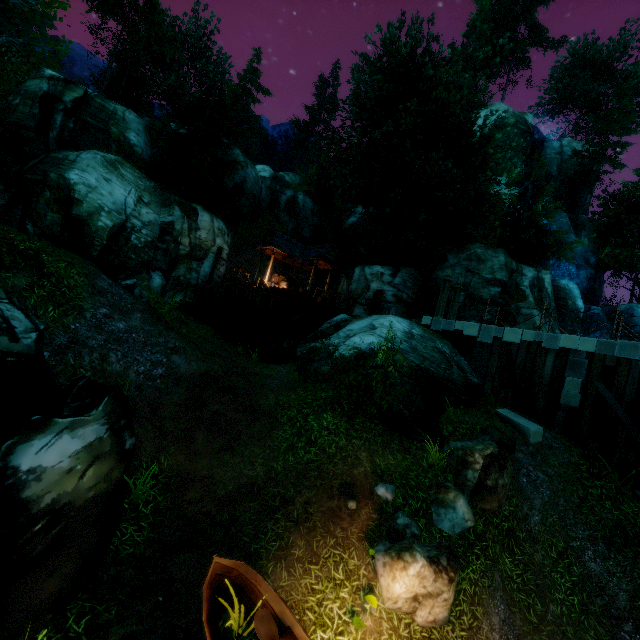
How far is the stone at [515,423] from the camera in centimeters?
1111cm

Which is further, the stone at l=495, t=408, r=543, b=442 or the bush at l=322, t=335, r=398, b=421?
the stone at l=495, t=408, r=543, b=442

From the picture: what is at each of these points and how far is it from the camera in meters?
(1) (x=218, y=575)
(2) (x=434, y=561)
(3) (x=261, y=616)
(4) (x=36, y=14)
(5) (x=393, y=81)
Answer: (1) boat, 5.4
(2) rock, 6.1
(3) oar, 5.0
(4) tree, 7.0
(5) tree, 22.5

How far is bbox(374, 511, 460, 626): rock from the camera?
5.8 meters

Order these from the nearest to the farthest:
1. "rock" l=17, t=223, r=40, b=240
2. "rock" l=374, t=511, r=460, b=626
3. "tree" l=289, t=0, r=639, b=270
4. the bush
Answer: "rock" l=374, t=511, r=460, b=626
the bush
"rock" l=17, t=223, r=40, b=240
"tree" l=289, t=0, r=639, b=270

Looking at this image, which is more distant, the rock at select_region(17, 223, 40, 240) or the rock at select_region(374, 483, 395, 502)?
the rock at select_region(17, 223, 40, 240)

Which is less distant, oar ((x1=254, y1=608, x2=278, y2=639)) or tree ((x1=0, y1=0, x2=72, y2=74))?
oar ((x1=254, y1=608, x2=278, y2=639))

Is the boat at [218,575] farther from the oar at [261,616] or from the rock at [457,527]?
the rock at [457,527]
